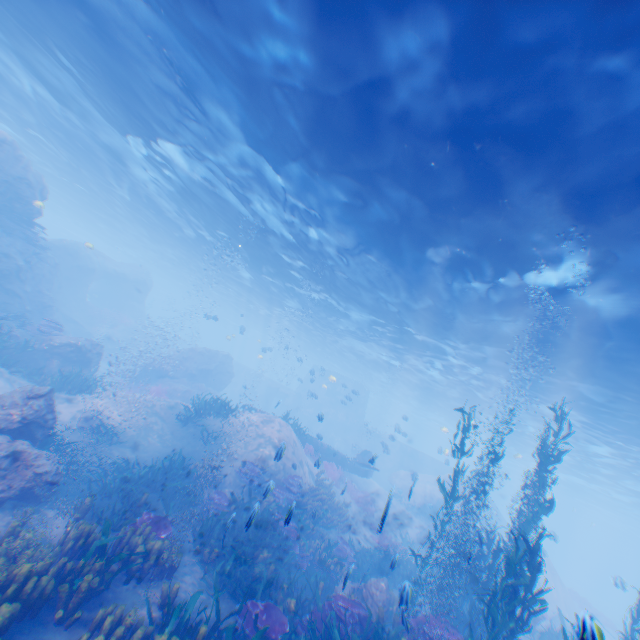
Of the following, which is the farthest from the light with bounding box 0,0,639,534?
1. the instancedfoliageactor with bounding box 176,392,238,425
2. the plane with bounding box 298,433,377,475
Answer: the instancedfoliageactor with bounding box 176,392,238,425

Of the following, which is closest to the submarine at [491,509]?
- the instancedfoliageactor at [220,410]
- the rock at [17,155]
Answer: the rock at [17,155]

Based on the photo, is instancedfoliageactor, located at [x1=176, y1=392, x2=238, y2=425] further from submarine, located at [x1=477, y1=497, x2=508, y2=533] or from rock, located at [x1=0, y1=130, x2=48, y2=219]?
submarine, located at [x1=477, y1=497, x2=508, y2=533]

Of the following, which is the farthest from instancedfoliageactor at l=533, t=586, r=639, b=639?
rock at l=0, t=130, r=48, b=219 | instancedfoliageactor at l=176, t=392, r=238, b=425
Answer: instancedfoliageactor at l=176, t=392, r=238, b=425

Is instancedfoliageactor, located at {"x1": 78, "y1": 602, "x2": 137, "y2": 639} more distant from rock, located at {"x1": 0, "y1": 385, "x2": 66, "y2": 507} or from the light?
the light

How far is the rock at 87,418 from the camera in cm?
1240

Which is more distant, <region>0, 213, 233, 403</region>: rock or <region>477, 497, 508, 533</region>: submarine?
<region>477, 497, 508, 533</region>: submarine

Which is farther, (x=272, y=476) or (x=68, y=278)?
(x=68, y=278)
